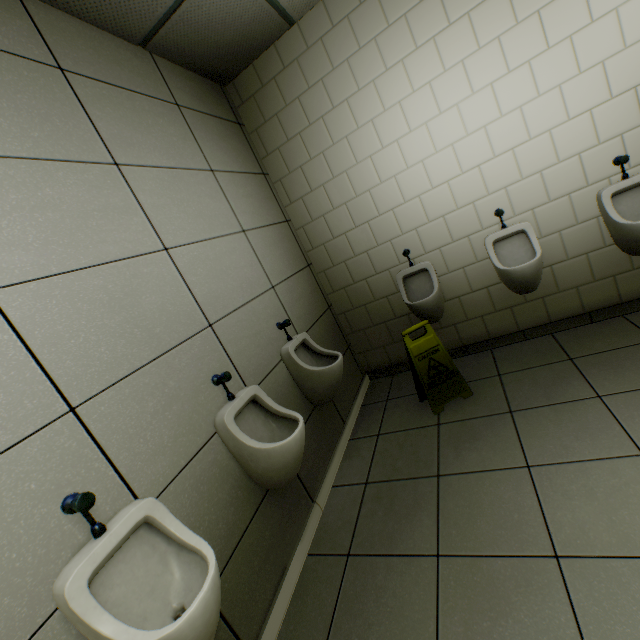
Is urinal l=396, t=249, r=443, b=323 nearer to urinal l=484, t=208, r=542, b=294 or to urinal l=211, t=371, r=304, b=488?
urinal l=484, t=208, r=542, b=294

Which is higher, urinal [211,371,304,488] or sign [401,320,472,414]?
urinal [211,371,304,488]

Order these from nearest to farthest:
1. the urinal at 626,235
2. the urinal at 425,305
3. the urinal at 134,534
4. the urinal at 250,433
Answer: the urinal at 134,534 → the urinal at 250,433 → the urinal at 626,235 → the urinal at 425,305

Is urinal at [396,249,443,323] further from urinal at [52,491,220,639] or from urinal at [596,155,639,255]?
urinal at [52,491,220,639]

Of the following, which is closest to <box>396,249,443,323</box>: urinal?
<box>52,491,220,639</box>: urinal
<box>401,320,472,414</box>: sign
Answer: <box>401,320,472,414</box>: sign

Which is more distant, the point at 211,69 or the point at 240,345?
the point at 211,69

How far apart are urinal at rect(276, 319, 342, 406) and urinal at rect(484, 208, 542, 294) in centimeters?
148cm

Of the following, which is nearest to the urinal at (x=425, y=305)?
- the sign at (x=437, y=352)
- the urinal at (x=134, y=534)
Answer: the sign at (x=437, y=352)
